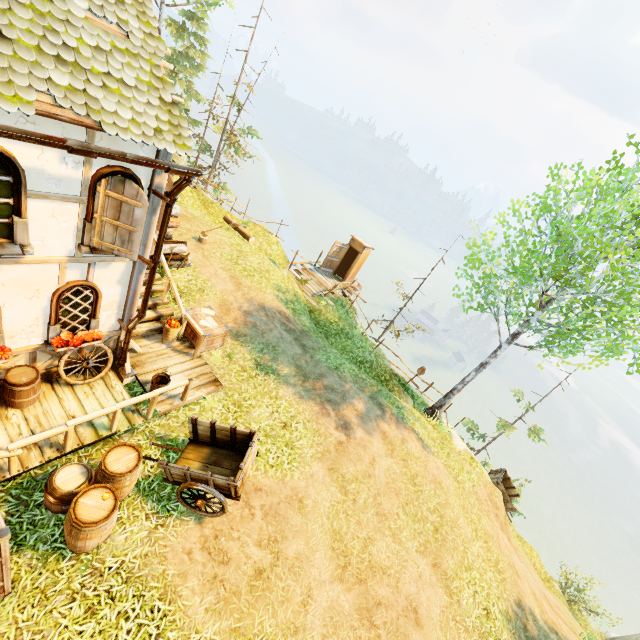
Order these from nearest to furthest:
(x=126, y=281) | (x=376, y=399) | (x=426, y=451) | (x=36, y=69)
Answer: (x=36, y=69), (x=126, y=281), (x=426, y=451), (x=376, y=399)

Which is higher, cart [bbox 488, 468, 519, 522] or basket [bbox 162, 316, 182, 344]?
basket [bbox 162, 316, 182, 344]

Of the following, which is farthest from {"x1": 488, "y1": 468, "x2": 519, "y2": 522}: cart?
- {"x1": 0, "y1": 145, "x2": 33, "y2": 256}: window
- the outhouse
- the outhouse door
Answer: {"x1": 0, "y1": 145, "x2": 33, "y2": 256}: window

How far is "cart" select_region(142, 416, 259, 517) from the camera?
6.0 meters

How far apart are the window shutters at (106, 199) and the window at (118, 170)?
0.0m

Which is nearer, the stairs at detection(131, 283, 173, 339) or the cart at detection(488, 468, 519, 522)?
the stairs at detection(131, 283, 173, 339)

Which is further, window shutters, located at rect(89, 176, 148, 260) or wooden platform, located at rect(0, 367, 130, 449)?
wooden platform, located at rect(0, 367, 130, 449)

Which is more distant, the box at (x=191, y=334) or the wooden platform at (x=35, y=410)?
the box at (x=191, y=334)
